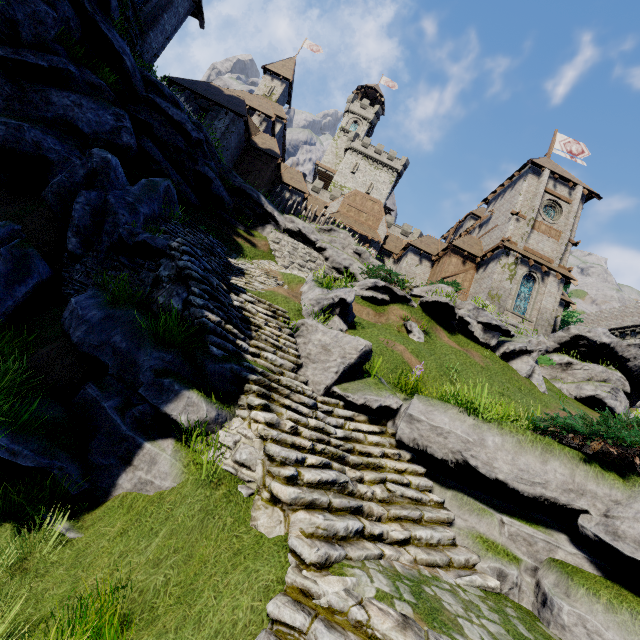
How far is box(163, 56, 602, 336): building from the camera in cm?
2603

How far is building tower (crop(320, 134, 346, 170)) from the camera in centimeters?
5862cm

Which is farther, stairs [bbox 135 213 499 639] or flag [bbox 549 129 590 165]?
flag [bbox 549 129 590 165]

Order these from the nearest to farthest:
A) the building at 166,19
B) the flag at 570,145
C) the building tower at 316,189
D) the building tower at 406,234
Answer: the building at 166,19
the flag at 570,145
the building tower at 316,189
the building tower at 406,234

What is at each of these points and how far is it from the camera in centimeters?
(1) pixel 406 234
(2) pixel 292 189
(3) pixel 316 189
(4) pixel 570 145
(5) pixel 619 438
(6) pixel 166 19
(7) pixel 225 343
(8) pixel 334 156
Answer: (1) building tower, 4862cm
(2) building, 3184cm
(3) building tower, 4797cm
(4) flag, 3359cm
(5) bush, 528cm
(6) building, 1809cm
(7) stairs, 635cm
(8) building tower, 5903cm

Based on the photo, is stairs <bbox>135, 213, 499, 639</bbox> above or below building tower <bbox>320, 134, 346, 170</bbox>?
below

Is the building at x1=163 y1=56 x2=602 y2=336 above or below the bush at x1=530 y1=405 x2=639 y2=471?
above

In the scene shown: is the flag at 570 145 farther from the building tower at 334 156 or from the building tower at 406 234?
the building tower at 334 156
